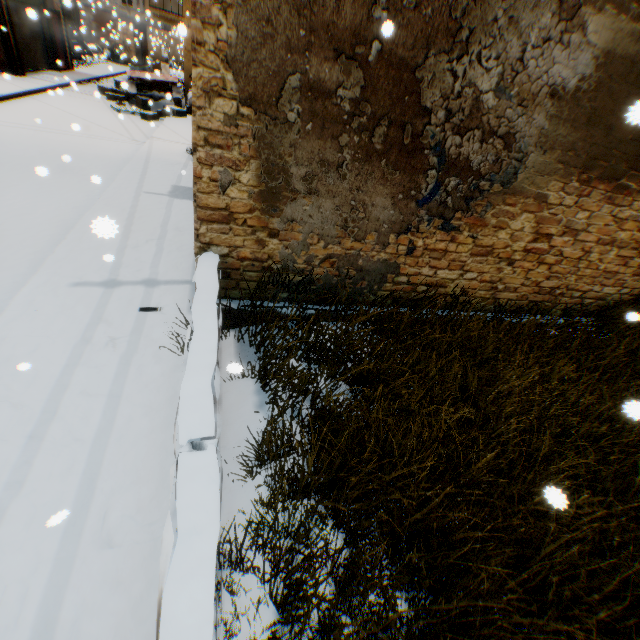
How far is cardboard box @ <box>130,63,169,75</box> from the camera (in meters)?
14.00

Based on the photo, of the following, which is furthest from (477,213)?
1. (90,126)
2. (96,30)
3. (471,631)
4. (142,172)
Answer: (96,30)

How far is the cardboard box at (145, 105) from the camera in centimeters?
1344cm

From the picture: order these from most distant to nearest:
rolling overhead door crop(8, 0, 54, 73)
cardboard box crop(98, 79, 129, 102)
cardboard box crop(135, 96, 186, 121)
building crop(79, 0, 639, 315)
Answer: cardboard box crop(98, 79, 129, 102) → rolling overhead door crop(8, 0, 54, 73) → cardboard box crop(135, 96, 186, 121) → building crop(79, 0, 639, 315)

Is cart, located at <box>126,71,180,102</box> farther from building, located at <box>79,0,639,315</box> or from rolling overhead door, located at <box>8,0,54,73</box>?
rolling overhead door, located at <box>8,0,54,73</box>

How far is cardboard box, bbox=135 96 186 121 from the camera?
13.4 meters

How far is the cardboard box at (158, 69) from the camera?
14.00m

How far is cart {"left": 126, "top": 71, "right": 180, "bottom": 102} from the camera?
14.1m
